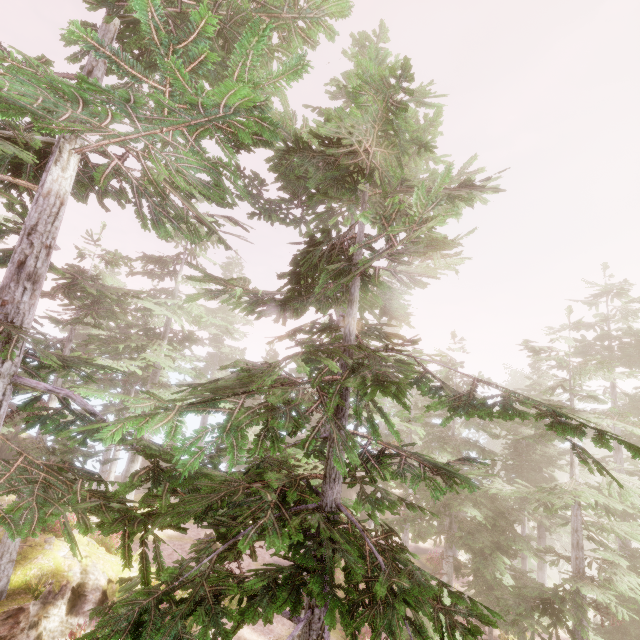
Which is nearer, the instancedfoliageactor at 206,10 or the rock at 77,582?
the instancedfoliageactor at 206,10

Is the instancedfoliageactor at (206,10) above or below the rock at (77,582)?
above

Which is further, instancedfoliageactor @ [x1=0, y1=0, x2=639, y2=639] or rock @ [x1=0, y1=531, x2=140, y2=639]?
rock @ [x1=0, y1=531, x2=140, y2=639]

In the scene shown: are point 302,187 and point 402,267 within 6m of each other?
yes

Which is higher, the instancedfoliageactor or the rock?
the instancedfoliageactor
